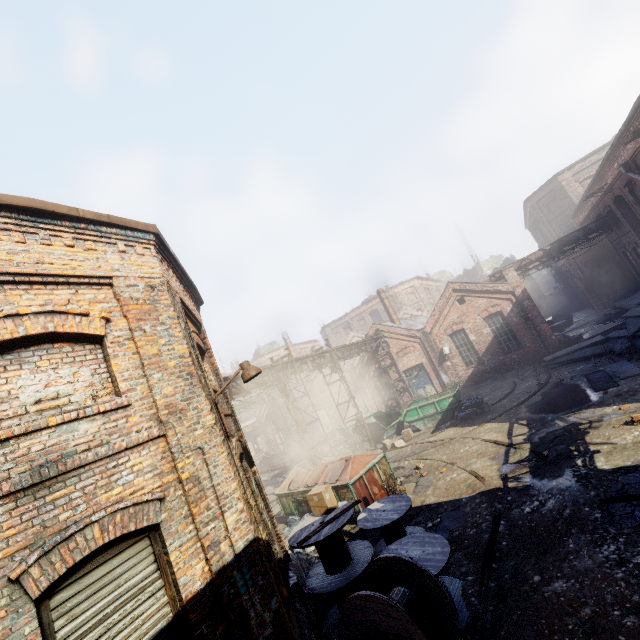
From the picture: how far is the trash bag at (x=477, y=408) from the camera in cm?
1596

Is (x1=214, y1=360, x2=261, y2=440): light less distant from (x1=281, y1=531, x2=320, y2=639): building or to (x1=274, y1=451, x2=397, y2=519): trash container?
(x1=281, y1=531, x2=320, y2=639): building

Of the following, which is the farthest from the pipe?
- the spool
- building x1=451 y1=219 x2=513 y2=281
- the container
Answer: building x1=451 y1=219 x2=513 y2=281

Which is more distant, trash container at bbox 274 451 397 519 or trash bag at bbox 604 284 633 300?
trash bag at bbox 604 284 633 300

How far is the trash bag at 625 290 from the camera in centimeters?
2379cm

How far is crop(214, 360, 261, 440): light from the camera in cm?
591

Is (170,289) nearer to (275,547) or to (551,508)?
(275,547)

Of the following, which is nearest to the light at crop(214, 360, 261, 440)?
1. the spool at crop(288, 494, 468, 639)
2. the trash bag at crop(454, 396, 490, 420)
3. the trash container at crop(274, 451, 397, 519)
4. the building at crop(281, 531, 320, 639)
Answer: the spool at crop(288, 494, 468, 639)
